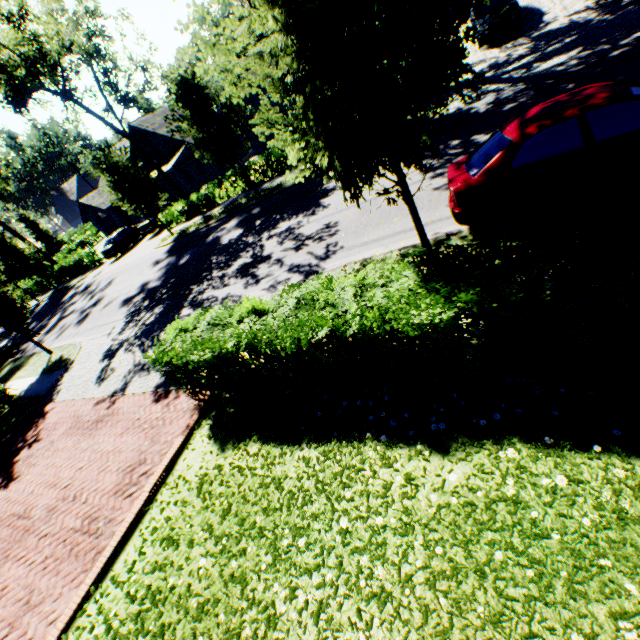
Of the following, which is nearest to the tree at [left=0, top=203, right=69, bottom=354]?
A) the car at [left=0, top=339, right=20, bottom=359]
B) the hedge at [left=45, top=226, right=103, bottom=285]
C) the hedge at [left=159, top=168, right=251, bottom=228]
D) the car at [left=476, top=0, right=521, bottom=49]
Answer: the hedge at [left=45, top=226, right=103, bottom=285]

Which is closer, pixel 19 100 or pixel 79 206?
pixel 19 100

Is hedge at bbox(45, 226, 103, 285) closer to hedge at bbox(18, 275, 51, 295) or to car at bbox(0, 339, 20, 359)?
hedge at bbox(18, 275, 51, 295)

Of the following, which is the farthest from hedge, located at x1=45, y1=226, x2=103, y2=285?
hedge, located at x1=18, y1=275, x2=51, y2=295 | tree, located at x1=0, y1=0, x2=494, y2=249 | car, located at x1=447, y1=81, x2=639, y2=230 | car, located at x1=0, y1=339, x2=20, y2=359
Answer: car, located at x1=447, y1=81, x2=639, y2=230

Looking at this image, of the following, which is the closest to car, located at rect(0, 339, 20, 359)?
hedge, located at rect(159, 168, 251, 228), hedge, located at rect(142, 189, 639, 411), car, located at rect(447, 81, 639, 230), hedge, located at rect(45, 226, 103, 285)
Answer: hedge, located at rect(159, 168, 251, 228)

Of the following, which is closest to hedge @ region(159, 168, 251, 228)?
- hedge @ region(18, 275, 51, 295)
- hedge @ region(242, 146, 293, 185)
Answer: hedge @ region(242, 146, 293, 185)

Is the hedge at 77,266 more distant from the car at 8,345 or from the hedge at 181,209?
the hedge at 181,209

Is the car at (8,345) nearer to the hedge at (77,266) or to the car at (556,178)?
the car at (556,178)
